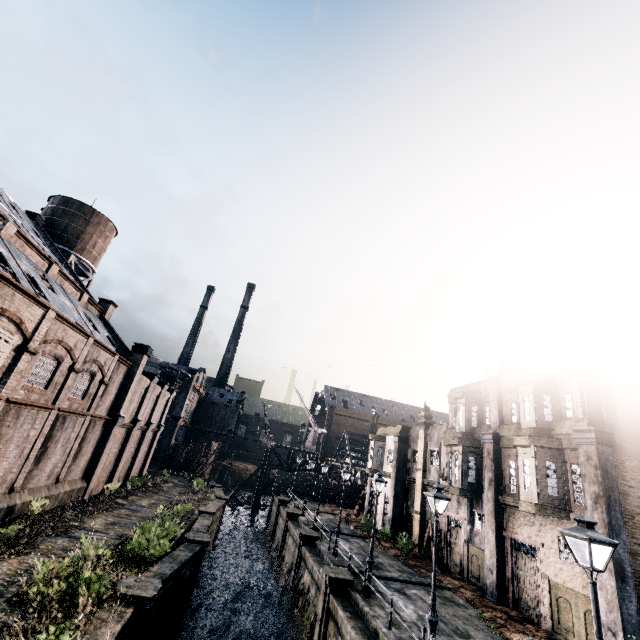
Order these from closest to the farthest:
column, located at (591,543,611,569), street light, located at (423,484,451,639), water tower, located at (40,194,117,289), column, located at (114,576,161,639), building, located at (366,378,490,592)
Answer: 1. street light, located at (423,484,451,639)
2. column, located at (114,576,161,639)
3. column, located at (591,543,611,569)
4. building, located at (366,378,490,592)
5. water tower, located at (40,194,117,289)

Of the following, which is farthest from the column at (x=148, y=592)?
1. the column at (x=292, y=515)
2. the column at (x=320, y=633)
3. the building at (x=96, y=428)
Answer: the column at (x=292, y=515)

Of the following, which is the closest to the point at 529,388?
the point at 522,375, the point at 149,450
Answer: the point at 522,375

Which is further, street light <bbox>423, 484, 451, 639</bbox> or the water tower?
the water tower

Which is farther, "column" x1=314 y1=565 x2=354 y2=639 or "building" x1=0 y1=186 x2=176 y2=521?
"column" x1=314 y1=565 x2=354 y2=639

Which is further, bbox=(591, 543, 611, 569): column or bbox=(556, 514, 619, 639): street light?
bbox=(591, 543, 611, 569): column

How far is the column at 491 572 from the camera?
19.1 meters

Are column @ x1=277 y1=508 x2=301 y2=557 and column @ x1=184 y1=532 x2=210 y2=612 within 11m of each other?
no
